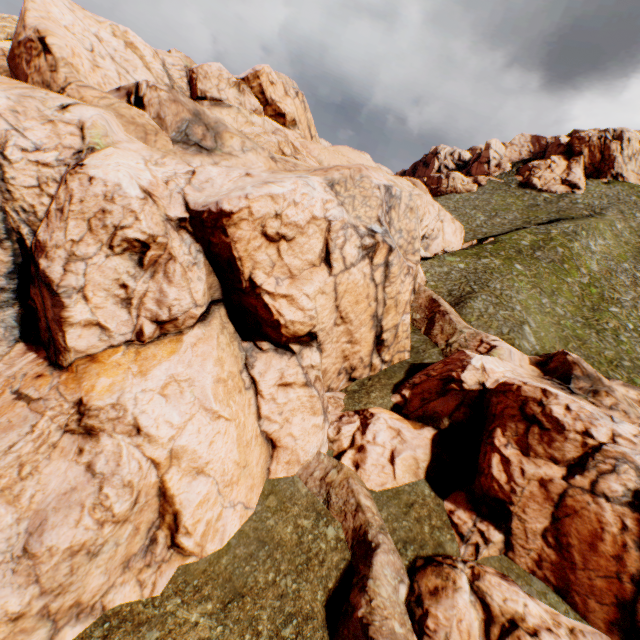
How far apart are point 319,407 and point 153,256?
12.5 meters
